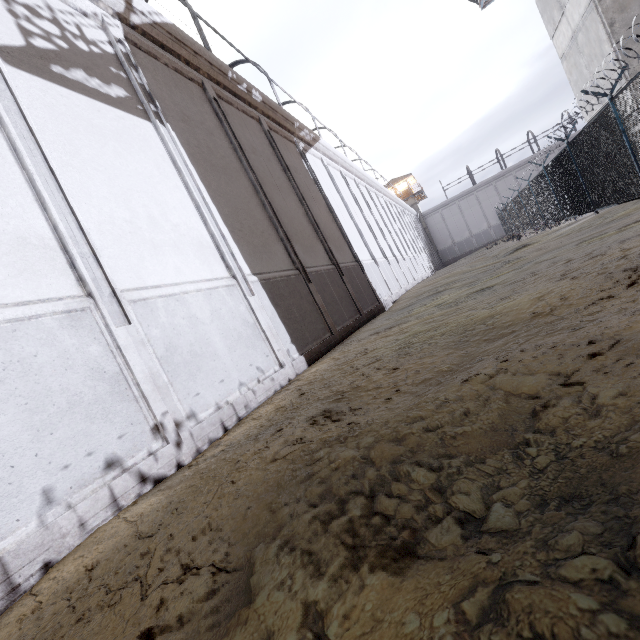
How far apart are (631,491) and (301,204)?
10.3 meters

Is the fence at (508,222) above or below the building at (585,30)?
below

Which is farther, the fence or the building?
the building

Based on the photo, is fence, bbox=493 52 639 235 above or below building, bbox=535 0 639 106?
below

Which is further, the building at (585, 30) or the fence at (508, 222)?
the building at (585, 30)
